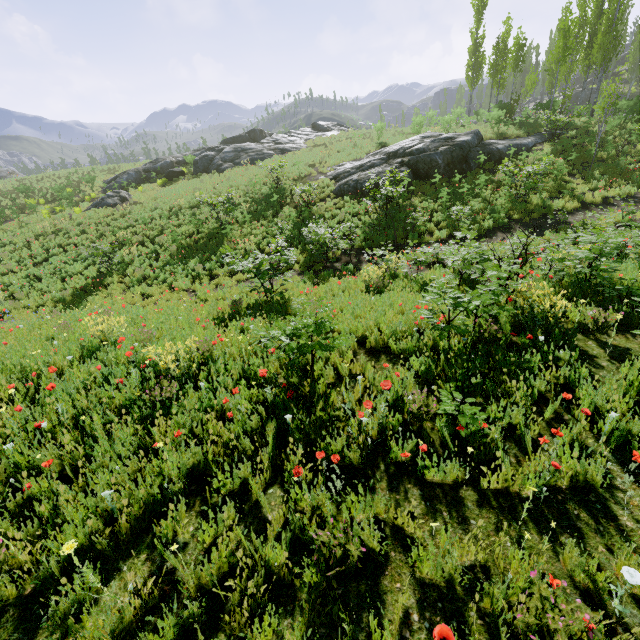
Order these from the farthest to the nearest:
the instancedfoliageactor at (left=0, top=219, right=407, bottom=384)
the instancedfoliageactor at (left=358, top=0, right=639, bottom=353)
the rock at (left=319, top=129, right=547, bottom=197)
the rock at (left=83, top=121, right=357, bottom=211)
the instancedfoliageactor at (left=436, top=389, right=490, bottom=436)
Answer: the rock at (left=83, top=121, right=357, bottom=211) → the rock at (left=319, top=129, right=547, bottom=197) → the instancedfoliageactor at (left=358, top=0, right=639, bottom=353) → the instancedfoliageactor at (left=0, top=219, right=407, bottom=384) → the instancedfoliageactor at (left=436, top=389, right=490, bottom=436)

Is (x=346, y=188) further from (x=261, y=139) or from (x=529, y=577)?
(x=261, y=139)

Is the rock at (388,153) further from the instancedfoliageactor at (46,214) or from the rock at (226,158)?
the rock at (226,158)

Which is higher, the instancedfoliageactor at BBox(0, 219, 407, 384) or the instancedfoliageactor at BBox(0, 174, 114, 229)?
the instancedfoliageactor at BBox(0, 174, 114, 229)

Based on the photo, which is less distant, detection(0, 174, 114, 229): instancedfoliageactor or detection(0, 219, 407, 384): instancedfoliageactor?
detection(0, 219, 407, 384): instancedfoliageactor

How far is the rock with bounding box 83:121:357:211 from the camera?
28.2m

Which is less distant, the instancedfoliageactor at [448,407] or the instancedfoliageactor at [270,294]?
the instancedfoliageactor at [448,407]

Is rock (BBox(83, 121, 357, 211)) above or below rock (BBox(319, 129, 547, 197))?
above
